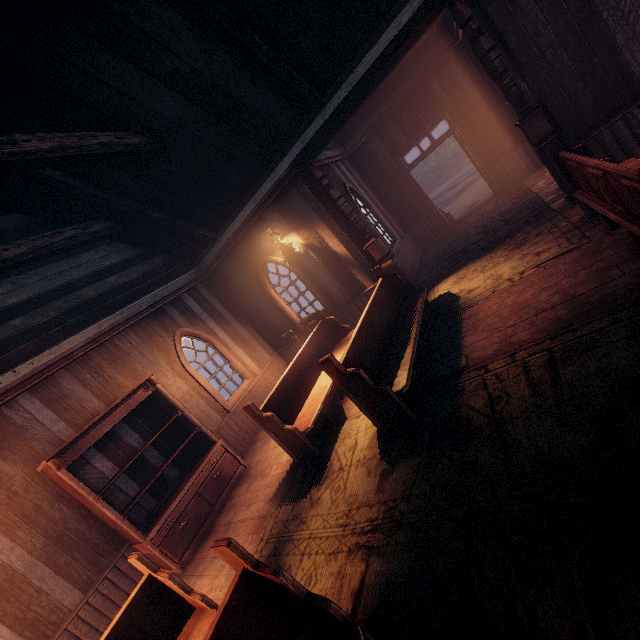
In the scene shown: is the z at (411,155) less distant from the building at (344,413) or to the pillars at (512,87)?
the building at (344,413)

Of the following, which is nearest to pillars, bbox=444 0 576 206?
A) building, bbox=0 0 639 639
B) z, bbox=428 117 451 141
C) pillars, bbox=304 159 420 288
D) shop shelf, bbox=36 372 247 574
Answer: building, bbox=0 0 639 639

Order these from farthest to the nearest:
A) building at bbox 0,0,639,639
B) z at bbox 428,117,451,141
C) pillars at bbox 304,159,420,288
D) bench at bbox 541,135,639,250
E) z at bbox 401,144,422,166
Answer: z at bbox 401,144,422,166, z at bbox 428,117,451,141, pillars at bbox 304,159,420,288, building at bbox 0,0,639,639, bench at bbox 541,135,639,250

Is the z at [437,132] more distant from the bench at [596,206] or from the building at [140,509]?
the bench at [596,206]

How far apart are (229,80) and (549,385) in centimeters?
633cm

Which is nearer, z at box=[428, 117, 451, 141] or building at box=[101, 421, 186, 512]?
building at box=[101, 421, 186, 512]

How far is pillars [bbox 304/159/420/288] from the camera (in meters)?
6.68

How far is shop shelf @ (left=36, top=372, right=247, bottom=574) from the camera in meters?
4.8 m
